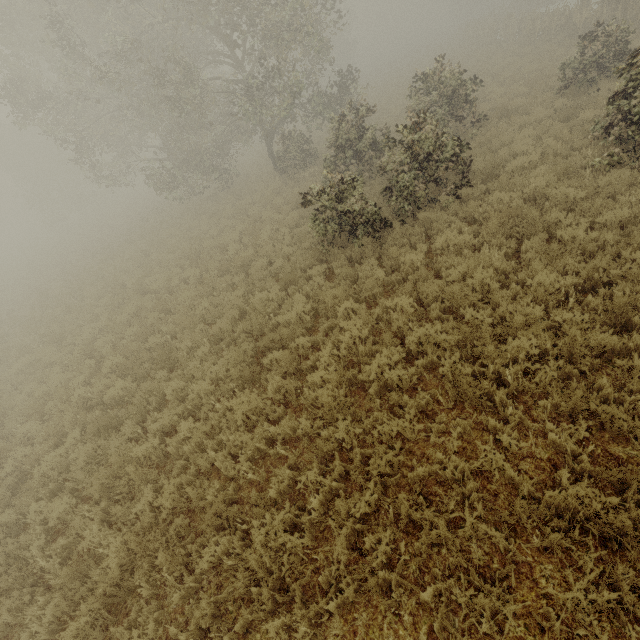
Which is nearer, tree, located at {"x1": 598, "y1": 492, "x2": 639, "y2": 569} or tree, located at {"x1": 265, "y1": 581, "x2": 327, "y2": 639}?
tree, located at {"x1": 598, "y1": 492, "x2": 639, "y2": 569}

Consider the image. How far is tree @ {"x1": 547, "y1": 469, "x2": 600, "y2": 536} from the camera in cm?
336

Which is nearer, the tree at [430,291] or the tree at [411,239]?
the tree at [430,291]

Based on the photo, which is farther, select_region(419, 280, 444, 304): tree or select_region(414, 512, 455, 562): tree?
select_region(419, 280, 444, 304): tree

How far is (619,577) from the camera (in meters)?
3.19
